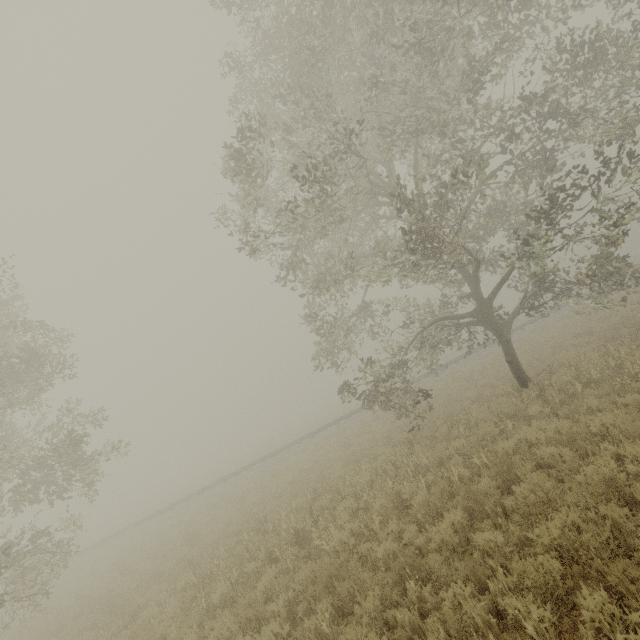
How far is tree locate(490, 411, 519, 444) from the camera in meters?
8.3 m

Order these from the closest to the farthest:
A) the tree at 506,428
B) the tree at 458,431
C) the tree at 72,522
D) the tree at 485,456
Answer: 1. the tree at 485,456
2. the tree at 506,428
3. the tree at 458,431
4. the tree at 72,522

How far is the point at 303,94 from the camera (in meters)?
9.70

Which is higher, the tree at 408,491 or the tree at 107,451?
the tree at 107,451

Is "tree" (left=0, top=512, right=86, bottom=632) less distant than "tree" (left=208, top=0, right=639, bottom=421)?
No
